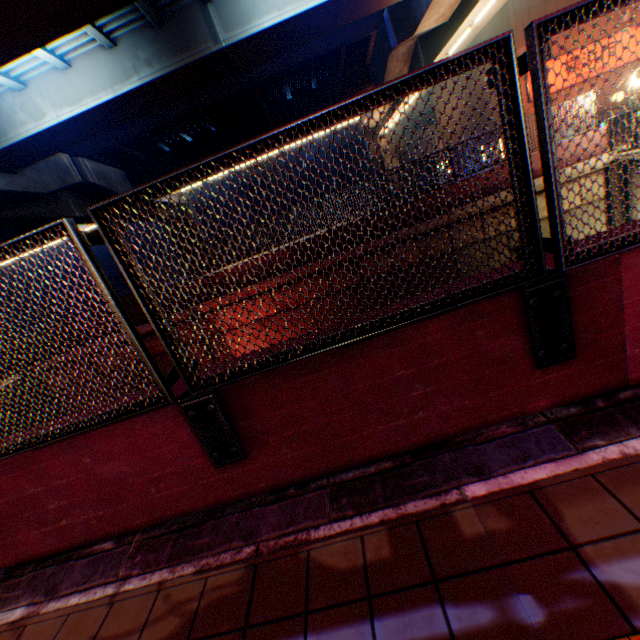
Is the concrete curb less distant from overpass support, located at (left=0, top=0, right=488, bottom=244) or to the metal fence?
the metal fence

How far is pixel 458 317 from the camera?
2.1 meters

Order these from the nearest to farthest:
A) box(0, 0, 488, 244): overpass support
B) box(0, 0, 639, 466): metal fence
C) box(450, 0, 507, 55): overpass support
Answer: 1. box(0, 0, 639, 466): metal fence
2. box(0, 0, 488, 244): overpass support
3. box(450, 0, 507, 55): overpass support

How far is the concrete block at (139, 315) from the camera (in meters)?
13.17

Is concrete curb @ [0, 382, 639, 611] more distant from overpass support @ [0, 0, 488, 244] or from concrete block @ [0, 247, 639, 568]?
overpass support @ [0, 0, 488, 244]

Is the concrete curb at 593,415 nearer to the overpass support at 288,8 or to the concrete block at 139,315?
the overpass support at 288,8

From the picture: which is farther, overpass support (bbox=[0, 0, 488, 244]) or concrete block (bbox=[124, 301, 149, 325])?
concrete block (bbox=[124, 301, 149, 325])

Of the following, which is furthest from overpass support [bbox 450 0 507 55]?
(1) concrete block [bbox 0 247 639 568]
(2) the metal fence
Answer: (1) concrete block [bbox 0 247 639 568]
